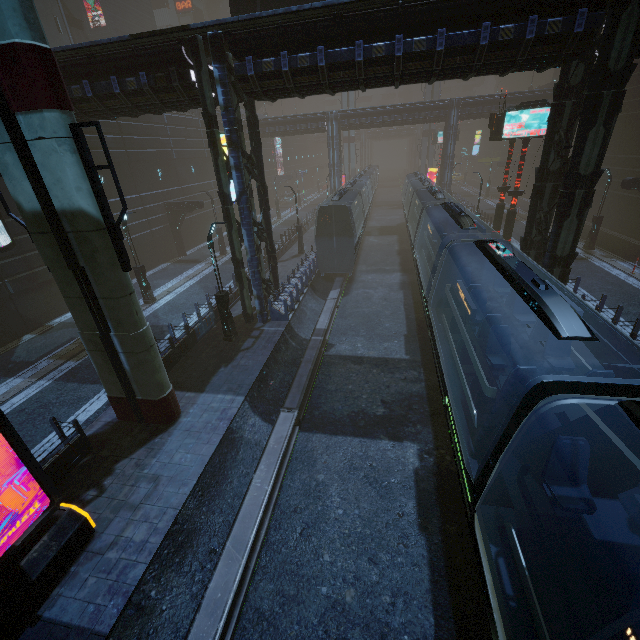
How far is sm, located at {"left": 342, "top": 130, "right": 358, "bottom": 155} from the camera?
58.4 meters

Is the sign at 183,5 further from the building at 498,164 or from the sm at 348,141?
the sm at 348,141

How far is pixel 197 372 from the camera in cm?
1363

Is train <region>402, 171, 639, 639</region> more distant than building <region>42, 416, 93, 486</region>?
No

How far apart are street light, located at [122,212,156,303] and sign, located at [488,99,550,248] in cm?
2156

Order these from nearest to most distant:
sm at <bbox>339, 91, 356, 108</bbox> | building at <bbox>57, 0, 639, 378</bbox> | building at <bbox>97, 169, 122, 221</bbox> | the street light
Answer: building at <bbox>57, 0, 639, 378</bbox>, the street light, building at <bbox>97, 169, 122, 221</bbox>, sm at <bbox>339, 91, 356, 108</bbox>

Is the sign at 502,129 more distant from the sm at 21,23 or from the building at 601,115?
the sm at 21,23

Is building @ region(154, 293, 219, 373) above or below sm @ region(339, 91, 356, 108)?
below
